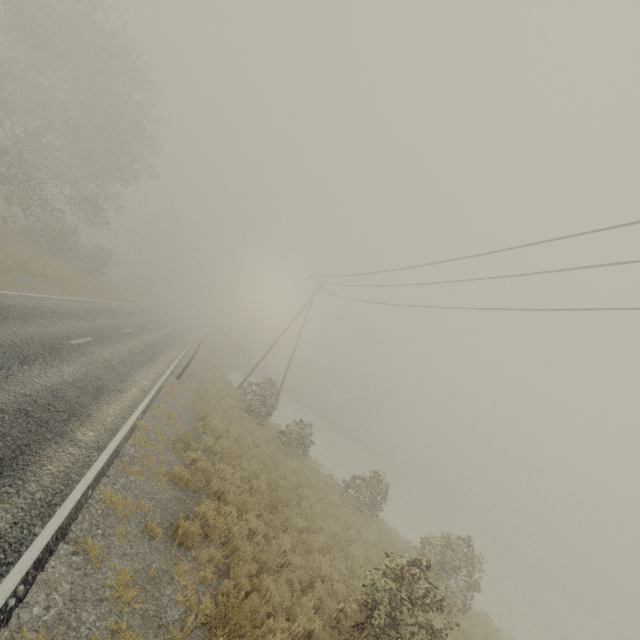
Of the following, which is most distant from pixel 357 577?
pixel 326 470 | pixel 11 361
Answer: pixel 326 470
